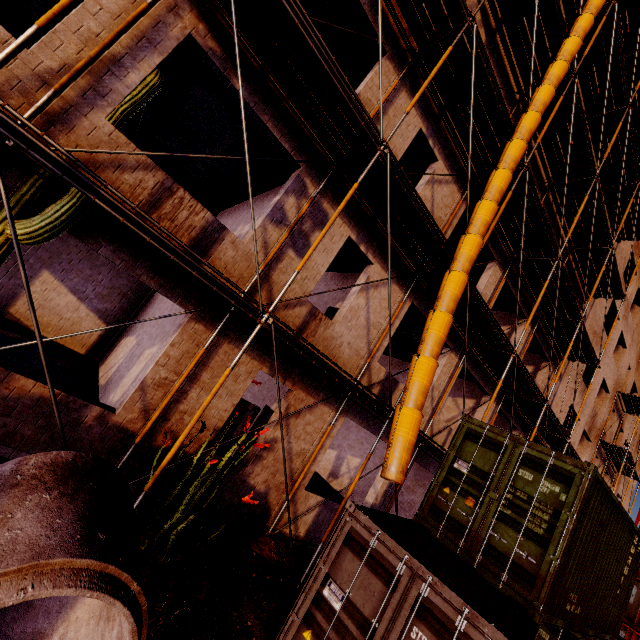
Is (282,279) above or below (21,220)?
above

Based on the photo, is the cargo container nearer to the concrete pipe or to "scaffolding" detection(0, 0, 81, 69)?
"scaffolding" detection(0, 0, 81, 69)

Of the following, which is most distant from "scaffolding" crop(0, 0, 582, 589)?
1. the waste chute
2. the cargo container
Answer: the cargo container

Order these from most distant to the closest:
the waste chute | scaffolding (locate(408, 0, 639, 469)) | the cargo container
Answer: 1. scaffolding (locate(408, 0, 639, 469))
2. the waste chute
3. the cargo container

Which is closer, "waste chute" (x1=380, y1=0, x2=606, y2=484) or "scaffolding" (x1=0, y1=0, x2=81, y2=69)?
"scaffolding" (x1=0, y1=0, x2=81, y2=69)

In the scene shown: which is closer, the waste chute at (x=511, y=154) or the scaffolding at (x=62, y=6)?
the scaffolding at (x=62, y=6)

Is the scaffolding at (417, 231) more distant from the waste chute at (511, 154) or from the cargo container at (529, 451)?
the cargo container at (529, 451)
